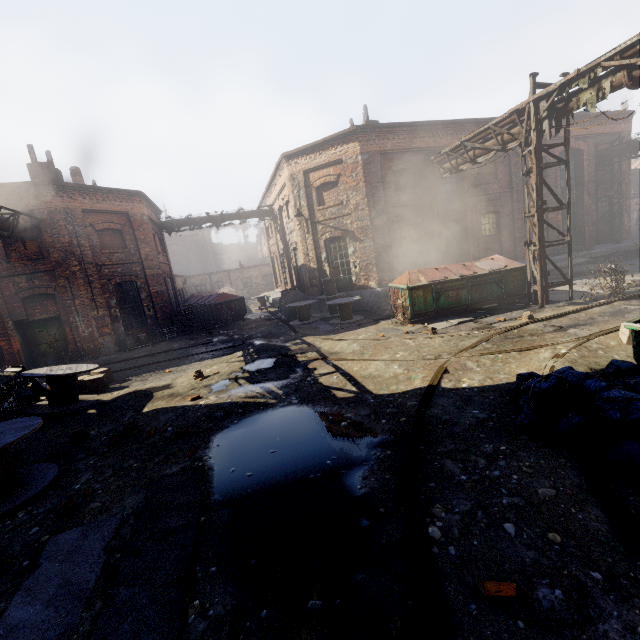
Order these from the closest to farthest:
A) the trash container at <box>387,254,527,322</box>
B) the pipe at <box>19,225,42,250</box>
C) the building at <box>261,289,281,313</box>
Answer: the trash container at <box>387,254,527,322</box> < the pipe at <box>19,225,42,250</box> < the building at <box>261,289,281,313</box>

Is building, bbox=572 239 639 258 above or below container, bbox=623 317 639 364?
below

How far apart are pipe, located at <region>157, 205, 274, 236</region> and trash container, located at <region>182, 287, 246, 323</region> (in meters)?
4.40

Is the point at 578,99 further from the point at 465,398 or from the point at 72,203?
the point at 72,203

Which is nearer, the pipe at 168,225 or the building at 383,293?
the building at 383,293

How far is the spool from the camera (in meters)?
13.95

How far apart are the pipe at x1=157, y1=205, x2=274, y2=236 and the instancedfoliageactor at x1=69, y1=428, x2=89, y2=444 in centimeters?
1794cm

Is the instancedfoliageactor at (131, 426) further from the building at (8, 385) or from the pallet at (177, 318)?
the pallet at (177, 318)
